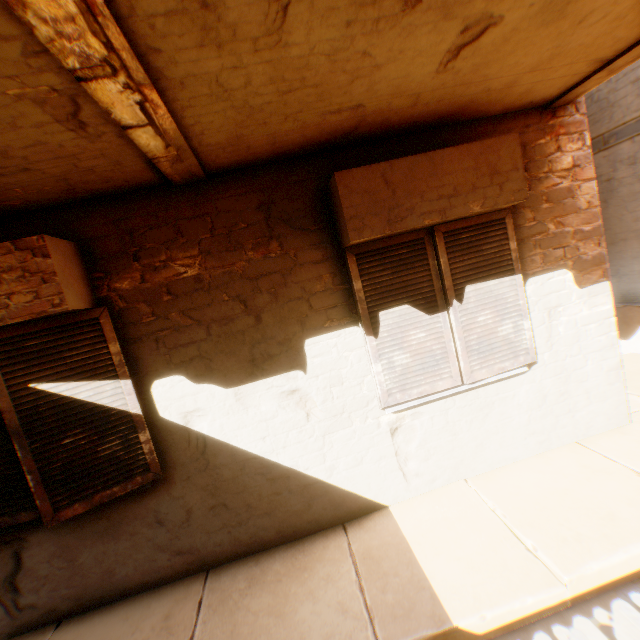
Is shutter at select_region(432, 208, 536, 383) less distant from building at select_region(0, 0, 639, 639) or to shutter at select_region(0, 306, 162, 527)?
building at select_region(0, 0, 639, 639)

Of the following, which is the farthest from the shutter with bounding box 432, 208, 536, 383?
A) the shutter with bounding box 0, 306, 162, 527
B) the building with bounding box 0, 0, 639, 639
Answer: the shutter with bounding box 0, 306, 162, 527

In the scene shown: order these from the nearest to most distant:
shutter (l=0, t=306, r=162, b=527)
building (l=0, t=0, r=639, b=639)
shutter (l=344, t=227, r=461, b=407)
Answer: building (l=0, t=0, r=639, b=639)
shutter (l=0, t=306, r=162, b=527)
shutter (l=344, t=227, r=461, b=407)

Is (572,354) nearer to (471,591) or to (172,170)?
(471,591)

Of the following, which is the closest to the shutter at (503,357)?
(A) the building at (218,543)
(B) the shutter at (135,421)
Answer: (A) the building at (218,543)

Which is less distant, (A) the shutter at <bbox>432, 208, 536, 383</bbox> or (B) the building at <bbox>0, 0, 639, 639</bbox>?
(B) the building at <bbox>0, 0, 639, 639</bbox>

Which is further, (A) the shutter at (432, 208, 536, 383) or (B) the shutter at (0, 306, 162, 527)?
(A) the shutter at (432, 208, 536, 383)

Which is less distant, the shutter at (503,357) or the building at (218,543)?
the building at (218,543)
